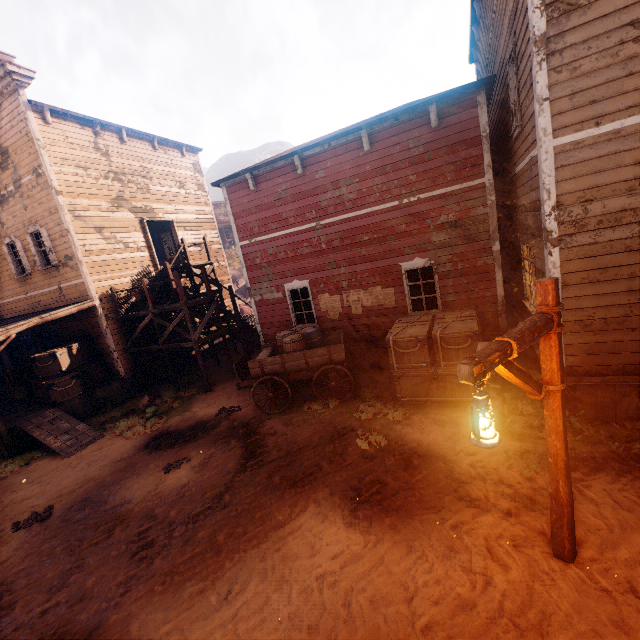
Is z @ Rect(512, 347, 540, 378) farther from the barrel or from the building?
the barrel

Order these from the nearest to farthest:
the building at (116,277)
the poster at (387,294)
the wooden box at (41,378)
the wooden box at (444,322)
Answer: Result:
1. the building at (116,277)
2. the wooden box at (444,322)
3. the poster at (387,294)
4. the wooden box at (41,378)

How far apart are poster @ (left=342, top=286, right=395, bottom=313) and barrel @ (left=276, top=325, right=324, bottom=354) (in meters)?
1.19

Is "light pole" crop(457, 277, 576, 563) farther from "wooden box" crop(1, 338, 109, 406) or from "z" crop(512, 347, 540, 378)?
"wooden box" crop(1, 338, 109, 406)

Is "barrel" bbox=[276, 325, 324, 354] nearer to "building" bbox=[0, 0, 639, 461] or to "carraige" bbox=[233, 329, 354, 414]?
"carraige" bbox=[233, 329, 354, 414]

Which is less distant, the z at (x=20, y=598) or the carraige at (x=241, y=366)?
the z at (x=20, y=598)

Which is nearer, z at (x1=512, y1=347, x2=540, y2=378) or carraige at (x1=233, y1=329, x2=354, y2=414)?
z at (x1=512, y1=347, x2=540, y2=378)

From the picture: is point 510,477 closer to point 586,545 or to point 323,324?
point 586,545
